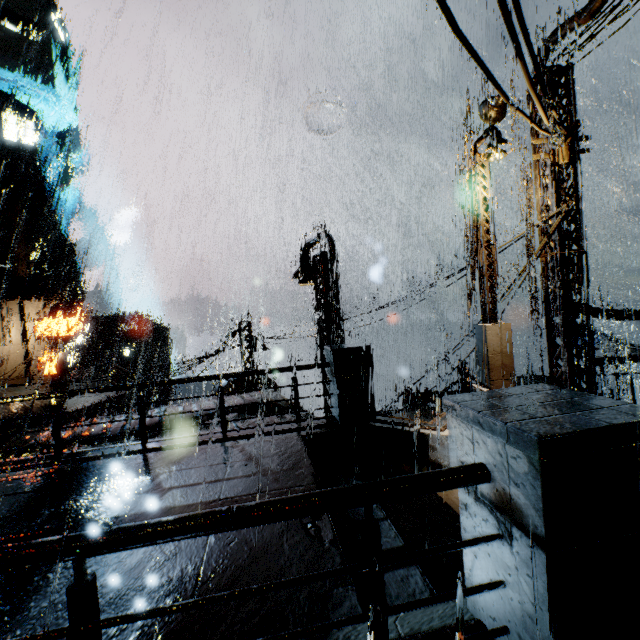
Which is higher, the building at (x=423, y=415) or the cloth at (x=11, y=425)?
the cloth at (x=11, y=425)

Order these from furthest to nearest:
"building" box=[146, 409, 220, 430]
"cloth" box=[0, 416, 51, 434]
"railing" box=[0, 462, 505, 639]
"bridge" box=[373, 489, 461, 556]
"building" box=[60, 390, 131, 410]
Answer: "building" box=[60, 390, 131, 410]
"cloth" box=[0, 416, 51, 434]
"building" box=[146, 409, 220, 430]
"bridge" box=[373, 489, 461, 556]
"railing" box=[0, 462, 505, 639]

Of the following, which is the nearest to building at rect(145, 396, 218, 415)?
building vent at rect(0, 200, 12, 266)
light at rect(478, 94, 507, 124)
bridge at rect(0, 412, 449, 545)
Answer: bridge at rect(0, 412, 449, 545)

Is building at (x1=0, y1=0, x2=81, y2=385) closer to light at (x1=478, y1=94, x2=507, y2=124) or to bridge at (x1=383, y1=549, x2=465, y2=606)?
bridge at (x1=383, y1=549, x2=465, y2=606)

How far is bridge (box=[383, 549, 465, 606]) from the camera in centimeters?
296cm

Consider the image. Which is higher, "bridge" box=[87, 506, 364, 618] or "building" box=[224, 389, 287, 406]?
"bridge" box=[87, 506, 364, 618]

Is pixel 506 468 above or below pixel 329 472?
above

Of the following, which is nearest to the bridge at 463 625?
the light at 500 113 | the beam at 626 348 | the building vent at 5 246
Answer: the light at 500 113
